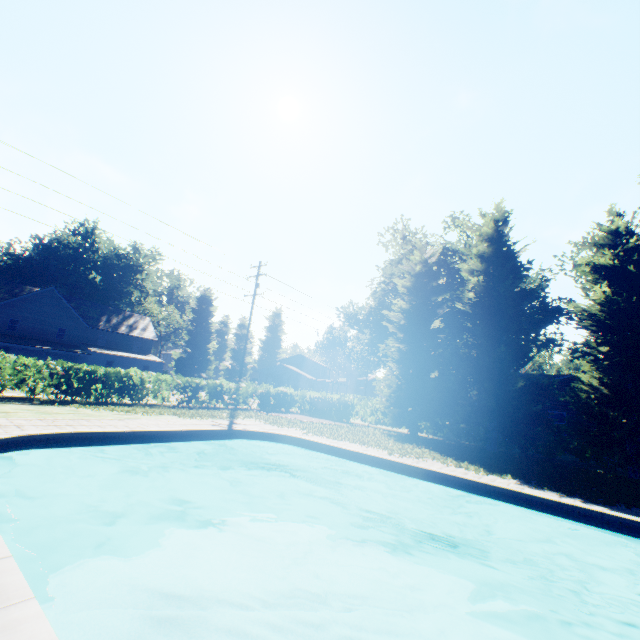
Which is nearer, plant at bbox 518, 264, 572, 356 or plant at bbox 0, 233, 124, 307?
plant at bbox 518, 264, 572, 356

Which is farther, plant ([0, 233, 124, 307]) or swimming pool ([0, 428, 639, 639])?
plant ([0, 233, 124, 307])

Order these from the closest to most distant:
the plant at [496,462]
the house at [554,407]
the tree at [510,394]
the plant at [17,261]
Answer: the plant at [496,462], the tree at [510,394], the house at [554,407], the plant at [17,261]

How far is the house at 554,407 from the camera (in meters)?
21.88

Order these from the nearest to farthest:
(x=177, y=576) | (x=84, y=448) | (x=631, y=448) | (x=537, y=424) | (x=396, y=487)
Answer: (x=177, y=576)
(x=84, y=448)
(x=396, y=487)
(x=631, y=448)
(x=537, y=424)

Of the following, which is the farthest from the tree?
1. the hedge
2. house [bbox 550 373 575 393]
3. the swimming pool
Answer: the swimming pool

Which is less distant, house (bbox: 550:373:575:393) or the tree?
the tree

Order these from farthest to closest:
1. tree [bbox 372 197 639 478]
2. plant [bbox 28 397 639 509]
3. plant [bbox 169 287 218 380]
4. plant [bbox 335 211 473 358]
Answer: plant [bbox 169 287 218 380] → plant [bbox 335 211 473 358] → tree [bbox 372 197 639 478] → plant [bbox 28 397 639 509]
